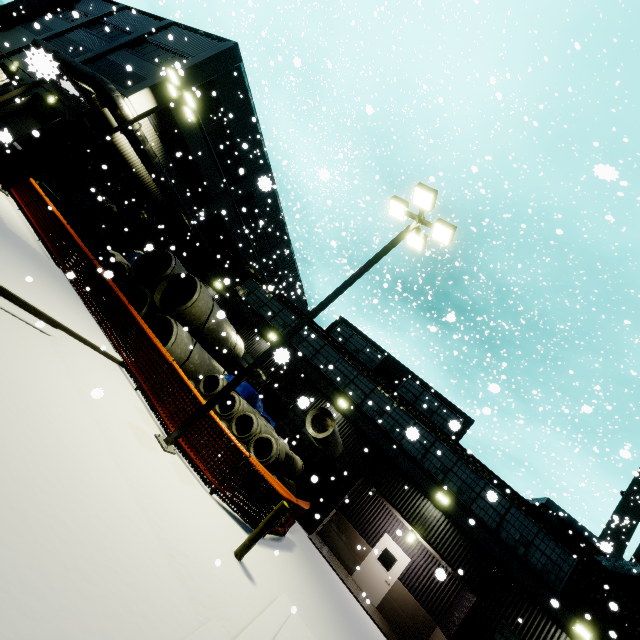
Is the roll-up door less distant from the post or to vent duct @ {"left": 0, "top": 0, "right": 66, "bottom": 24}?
vent duct @ {"left": 0, "top": 0, "right": 66, "bottom": 24}

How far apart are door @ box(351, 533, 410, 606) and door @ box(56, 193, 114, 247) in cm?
2373

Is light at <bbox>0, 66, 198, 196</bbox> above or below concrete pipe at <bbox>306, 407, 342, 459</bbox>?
above

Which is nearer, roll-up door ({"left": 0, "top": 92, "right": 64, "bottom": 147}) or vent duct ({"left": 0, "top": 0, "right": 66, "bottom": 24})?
roll-up door ({"left": 0, "top": 92, "right": 64, "bottom": 147})

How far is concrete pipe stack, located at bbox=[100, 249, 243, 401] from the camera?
12.4m

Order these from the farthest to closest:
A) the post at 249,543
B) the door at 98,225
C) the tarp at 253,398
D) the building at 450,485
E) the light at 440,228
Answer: the door at 98,225
the tarp at 253,398
the building at 450,485
the light at 440,228
the post at 249,543

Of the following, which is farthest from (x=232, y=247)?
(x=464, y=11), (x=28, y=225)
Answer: (x=464, y=11)

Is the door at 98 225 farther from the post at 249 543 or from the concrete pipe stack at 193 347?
the post at 249 543
